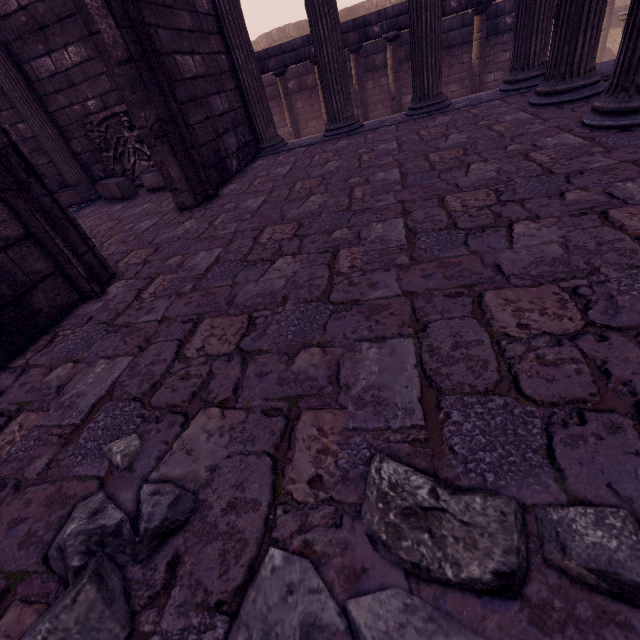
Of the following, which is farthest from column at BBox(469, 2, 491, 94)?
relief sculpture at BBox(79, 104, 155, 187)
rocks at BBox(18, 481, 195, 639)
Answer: rocks at BBox(18, 481, 195, 639)

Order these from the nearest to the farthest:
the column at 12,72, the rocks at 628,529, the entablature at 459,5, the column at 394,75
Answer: the rocks at 628,529, the column at 12,72, the entablature at 459,5, the column at 394,75

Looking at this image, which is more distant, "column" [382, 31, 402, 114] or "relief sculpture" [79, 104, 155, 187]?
"column" [382, 31, 402, 114]

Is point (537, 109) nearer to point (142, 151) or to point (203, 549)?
point (203, 549)

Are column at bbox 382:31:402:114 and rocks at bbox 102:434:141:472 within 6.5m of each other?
no

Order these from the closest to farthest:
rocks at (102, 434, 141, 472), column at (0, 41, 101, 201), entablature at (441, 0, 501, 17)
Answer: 1. rocks at (102, 434, 141, 472)
2. column at (0, 41, 101, 201)
3. entablature at (441, 0, 501, 17)

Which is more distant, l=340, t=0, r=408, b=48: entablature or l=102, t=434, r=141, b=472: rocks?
l=340, t=0, r=408, b=48: entablature

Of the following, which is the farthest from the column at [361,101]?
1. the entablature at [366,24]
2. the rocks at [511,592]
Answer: the rocks at [511,592]
